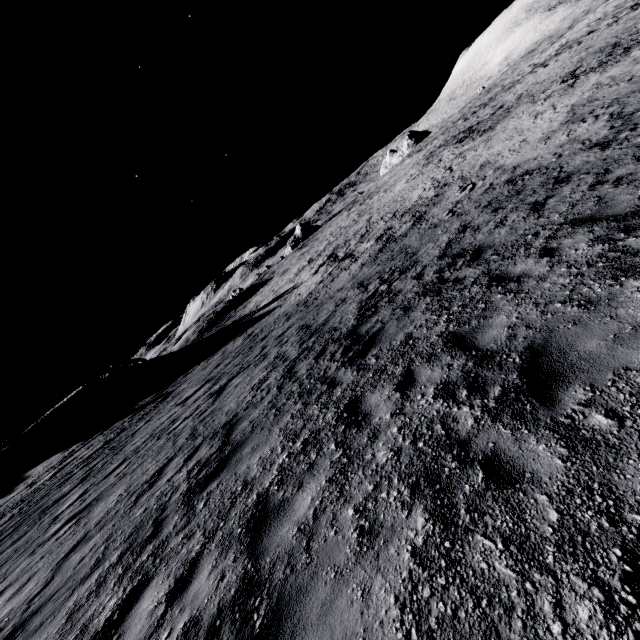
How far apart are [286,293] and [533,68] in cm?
5107
